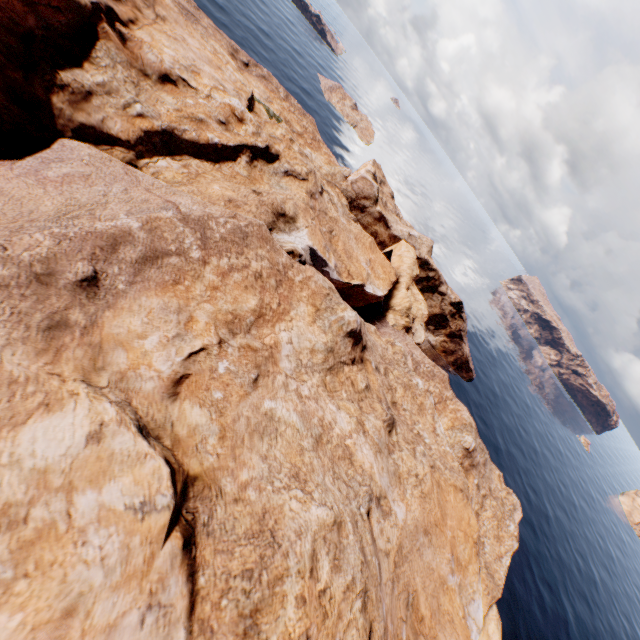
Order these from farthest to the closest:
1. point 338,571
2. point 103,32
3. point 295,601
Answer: point 103,32
point 338,571
point 295,601
